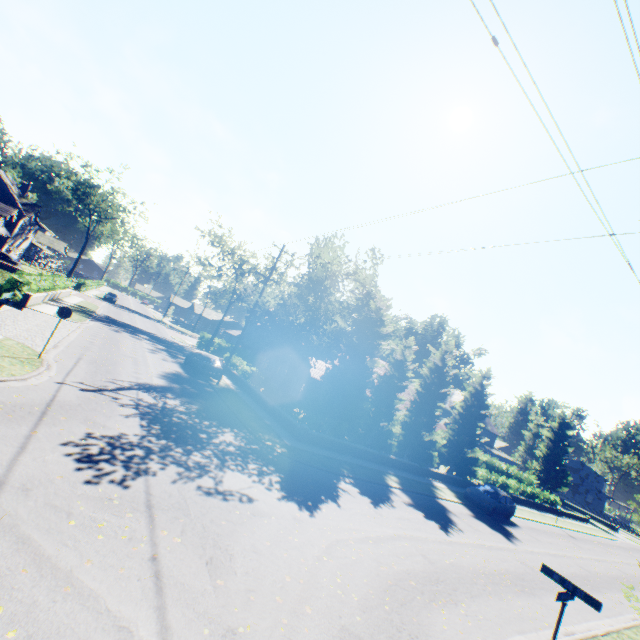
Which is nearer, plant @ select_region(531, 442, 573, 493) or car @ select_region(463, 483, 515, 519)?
car @ select_region(463, 483, 515, 519)

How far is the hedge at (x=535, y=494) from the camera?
31.5 meters

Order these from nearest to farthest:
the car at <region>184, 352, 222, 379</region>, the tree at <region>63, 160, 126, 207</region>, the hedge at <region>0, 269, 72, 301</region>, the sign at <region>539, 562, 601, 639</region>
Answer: the sign at <region>539, 562, 601, 639</region> < the hedge at <region>0, 269, 72, 301</region> < the car at <region>184, 352, 222, 379</region> < the tree at <region>63, 160, 126, 207</region>

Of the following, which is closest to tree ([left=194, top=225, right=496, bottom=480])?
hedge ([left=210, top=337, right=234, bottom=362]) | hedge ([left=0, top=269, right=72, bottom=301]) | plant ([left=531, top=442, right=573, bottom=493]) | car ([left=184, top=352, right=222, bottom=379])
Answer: hedge ([left=210, top=337, right=234, bottom=362])

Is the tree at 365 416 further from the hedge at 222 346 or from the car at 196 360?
the car at 196 360

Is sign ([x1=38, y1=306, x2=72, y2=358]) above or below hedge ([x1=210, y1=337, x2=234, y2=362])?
above

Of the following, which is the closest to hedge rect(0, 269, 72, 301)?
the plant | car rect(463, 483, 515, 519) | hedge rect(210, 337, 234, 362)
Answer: hedge rect(210, 337, 234, 362)

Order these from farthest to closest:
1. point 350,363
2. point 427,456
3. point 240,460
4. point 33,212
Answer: point 33,212
point 427,456
point 350,363
point 240,460
